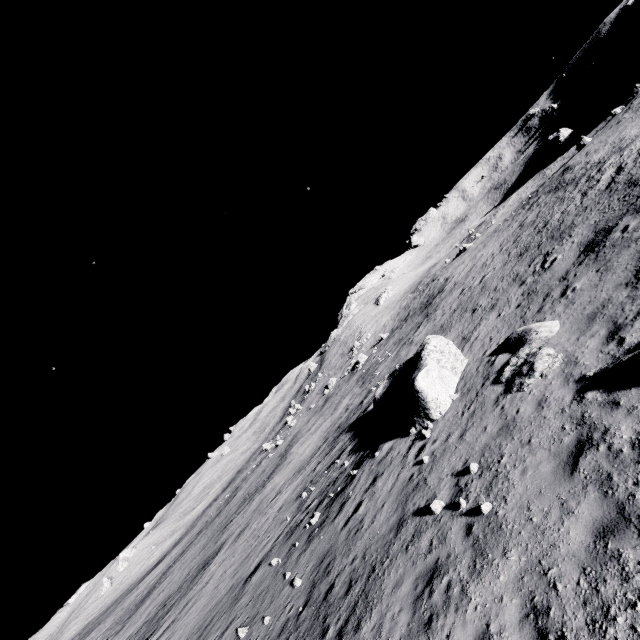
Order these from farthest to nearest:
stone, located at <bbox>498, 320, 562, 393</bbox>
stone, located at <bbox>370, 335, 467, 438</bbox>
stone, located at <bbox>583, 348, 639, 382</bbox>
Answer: stone, located at <bbox>370, 335, 467, 438</bbox>, stone, located at <bbox>498, 320, 562, 393</bbox>, stone, located at <bbox>583, 348, 639, 382</bbox>

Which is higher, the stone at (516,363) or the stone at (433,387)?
the stone at (433,387)

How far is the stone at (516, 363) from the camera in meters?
9.8

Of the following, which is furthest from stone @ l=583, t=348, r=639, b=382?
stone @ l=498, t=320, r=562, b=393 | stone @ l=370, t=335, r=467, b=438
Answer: stone @ l=370, t=335, r=467, b=438

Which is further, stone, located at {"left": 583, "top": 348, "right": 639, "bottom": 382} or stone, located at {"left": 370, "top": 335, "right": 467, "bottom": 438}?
stone, located at {"left": 370, "top": 335, "right": 467, "bottom": 438}

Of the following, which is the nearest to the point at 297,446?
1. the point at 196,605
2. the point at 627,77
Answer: the point at 196,605
